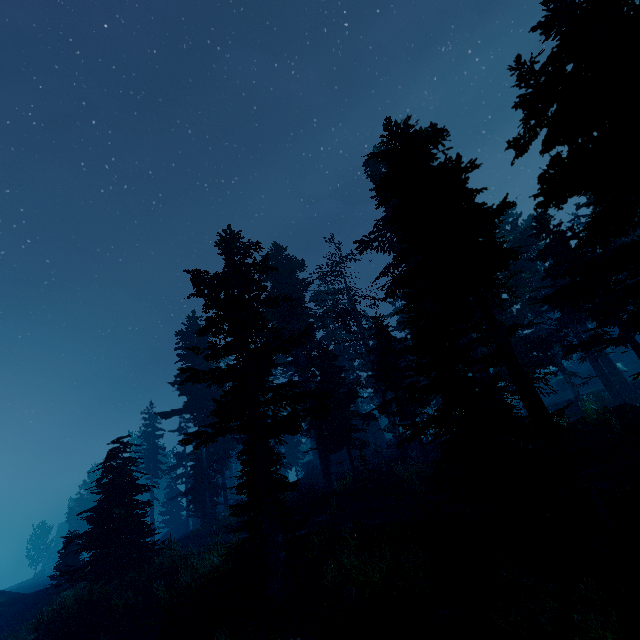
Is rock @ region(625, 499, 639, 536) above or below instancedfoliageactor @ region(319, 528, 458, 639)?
above

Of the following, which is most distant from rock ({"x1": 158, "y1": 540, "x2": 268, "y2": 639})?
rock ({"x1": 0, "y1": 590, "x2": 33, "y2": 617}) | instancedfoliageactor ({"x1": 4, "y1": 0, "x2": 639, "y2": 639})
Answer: rock ({"x1": 0, "y1": 590, "x2": 33, "y2": 617})

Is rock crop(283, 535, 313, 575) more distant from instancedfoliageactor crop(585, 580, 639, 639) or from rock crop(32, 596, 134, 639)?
rock crop(32, 596, 134, 639)

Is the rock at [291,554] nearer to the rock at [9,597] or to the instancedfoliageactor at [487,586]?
the instancedfoliageactor at [487,586]

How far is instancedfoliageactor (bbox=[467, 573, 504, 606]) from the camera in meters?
8.4

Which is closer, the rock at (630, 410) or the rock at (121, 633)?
the rock at (630, 410)

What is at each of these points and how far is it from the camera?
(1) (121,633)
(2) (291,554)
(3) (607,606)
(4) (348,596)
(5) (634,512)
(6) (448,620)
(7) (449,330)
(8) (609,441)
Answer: (1) rock, 14.7m
(2) rock, 13.8m
(3) instancedfoliageactor, 6.7m
(4) instancedfoliageactor, 10.8m
(5) rock, 7.9m
(6) instancedfoliageactor, 8.7m
(7) instancedfoliageactor, 9.7m
(8) instancedfoliageactor, 13.4m

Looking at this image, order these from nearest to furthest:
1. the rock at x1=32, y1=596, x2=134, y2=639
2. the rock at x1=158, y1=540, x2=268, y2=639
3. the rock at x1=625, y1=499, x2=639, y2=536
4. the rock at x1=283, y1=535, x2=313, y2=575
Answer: the rock at x1=625, y1=499, x2=639, y2=536 < the rock at x1=158, y1=540, x2=268, y2=639 < the rock at x1=283, y1=535, x2=313, y2=575 < the rock at x1=32, y1=596, x2=134, y2=639
